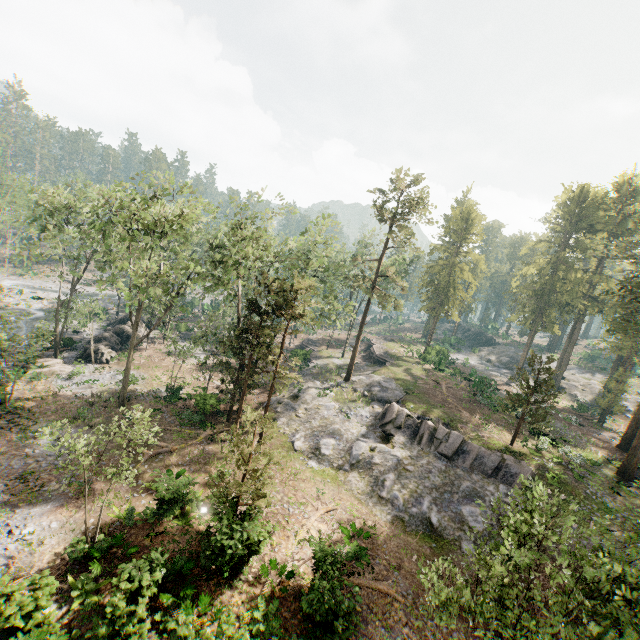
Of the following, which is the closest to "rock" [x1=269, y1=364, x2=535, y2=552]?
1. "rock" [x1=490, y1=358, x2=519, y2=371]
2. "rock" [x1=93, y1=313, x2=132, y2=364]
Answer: "rock" [x1=93, y1=313, x2=132, y2=364]

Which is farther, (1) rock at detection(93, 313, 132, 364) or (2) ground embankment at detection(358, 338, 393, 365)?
(2) ground embankment at detection(358, 338, 393, 365)

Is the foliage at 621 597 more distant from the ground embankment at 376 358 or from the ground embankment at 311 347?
the ground embankment at 376 358

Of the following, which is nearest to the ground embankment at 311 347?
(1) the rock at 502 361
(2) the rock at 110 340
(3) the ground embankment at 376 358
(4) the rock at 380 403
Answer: (4) the rock at 380 403

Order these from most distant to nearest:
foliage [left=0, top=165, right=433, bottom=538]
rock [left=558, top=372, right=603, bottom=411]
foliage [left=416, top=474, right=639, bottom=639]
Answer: rock [left=558, top=372, right=603, bottom=411], foliage [left=0, top=165, right=433, bottom=538], foliage [left=416, top=474, right=639, bottom=639]

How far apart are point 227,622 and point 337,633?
4.7 meters

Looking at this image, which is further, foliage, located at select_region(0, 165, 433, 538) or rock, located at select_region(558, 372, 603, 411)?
rock, located at select_region(558, 372, 603, 411)
